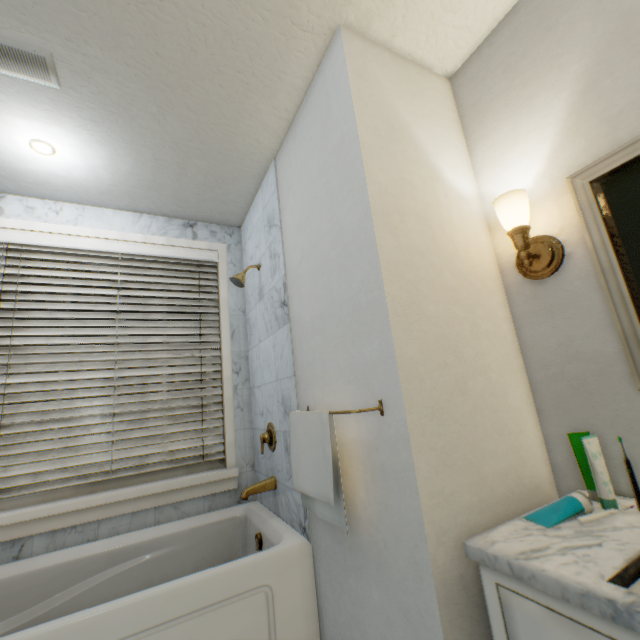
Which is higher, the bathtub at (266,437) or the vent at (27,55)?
the vent at (27,55)

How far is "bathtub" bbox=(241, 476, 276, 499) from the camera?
1.59m

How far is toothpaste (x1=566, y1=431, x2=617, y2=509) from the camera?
0.81m

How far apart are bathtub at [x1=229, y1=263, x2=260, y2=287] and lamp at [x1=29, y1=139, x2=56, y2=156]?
1.1 meters

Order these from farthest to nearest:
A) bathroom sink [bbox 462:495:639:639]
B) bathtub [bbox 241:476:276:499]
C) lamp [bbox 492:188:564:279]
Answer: bathtub [bbox 241:476:276:499], lamp [bbox 492:188:564:279], bathroom sink [bbox 462:495:639:639]

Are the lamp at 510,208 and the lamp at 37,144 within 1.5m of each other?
no

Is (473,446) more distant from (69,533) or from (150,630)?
(69,533)

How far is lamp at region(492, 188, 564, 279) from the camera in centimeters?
103cm
